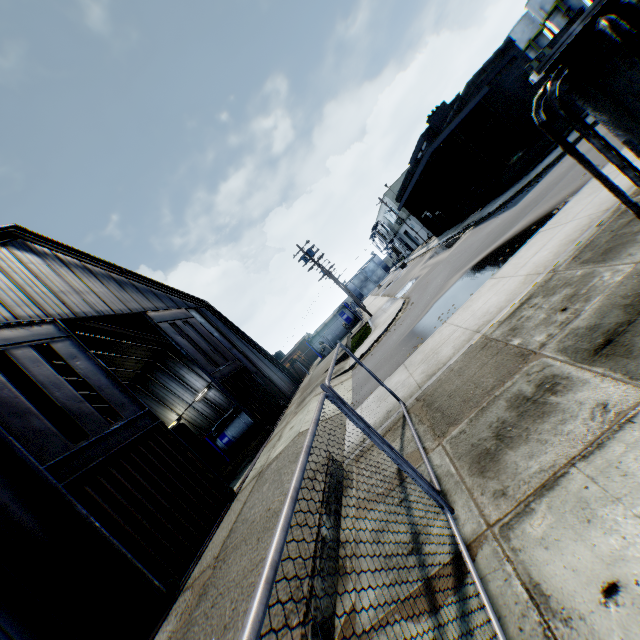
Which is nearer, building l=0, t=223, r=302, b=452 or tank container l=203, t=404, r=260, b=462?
building l=0, t=223, r=302, b=452

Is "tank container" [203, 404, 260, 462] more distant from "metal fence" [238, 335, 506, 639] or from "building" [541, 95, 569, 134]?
"building" [541, 95, 569, 134]

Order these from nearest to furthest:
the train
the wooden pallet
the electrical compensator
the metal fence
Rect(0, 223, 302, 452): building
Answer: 1. the metal fence
2. the electrical compensator
3. Rect(0, 223, 302, 452): building
4. the train
5. the wooden pallet

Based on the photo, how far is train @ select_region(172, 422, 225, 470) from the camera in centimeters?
1888cm

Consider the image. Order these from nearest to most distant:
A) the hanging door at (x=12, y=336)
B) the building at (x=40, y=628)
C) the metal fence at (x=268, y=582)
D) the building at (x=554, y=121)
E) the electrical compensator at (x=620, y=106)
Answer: the metal fence at (x=268, y=582), the electrical compensator at (x=620, y=106), the building at (x=40, y=628), the hanging door at (x=12, y=336), the building at (x=554, y=121)

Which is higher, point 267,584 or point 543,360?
point 267,584

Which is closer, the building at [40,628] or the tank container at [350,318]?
the building at [40,628]

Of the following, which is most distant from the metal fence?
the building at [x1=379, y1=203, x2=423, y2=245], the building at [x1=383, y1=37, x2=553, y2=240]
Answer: the building at [x1=379, y1=203, x2=423, y2=245]
